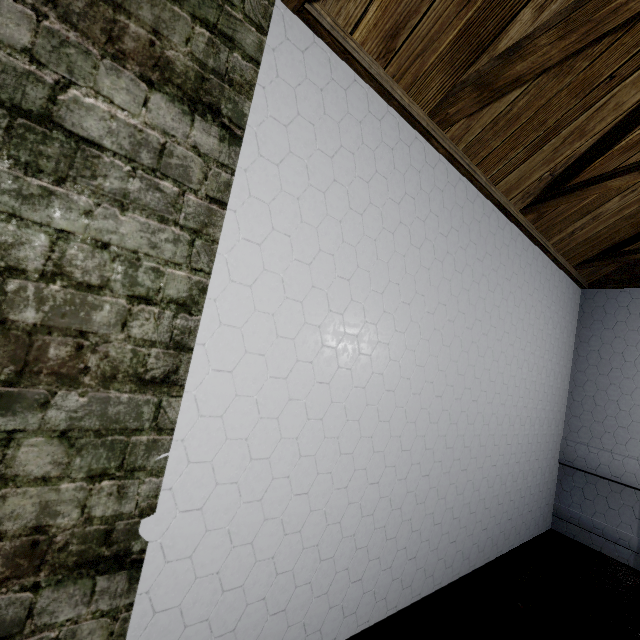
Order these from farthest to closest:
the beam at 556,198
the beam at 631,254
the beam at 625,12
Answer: the beam at 631,254 < the beam at 556,198 < the beam at 625,12

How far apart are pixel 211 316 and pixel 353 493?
0.85m

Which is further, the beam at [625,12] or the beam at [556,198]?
the beam at [556,198]

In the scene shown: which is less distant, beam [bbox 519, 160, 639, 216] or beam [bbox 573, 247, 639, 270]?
beam [bbox 519, 160, 639, 216]

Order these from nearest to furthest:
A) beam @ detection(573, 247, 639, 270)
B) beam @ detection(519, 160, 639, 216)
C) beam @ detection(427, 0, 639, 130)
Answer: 1. beam @ detection(427, 0, 639, 130)
2. beam @ detection(519, 160, 639, 216)
3. beam @ detection(573, 247, 639, 270)
